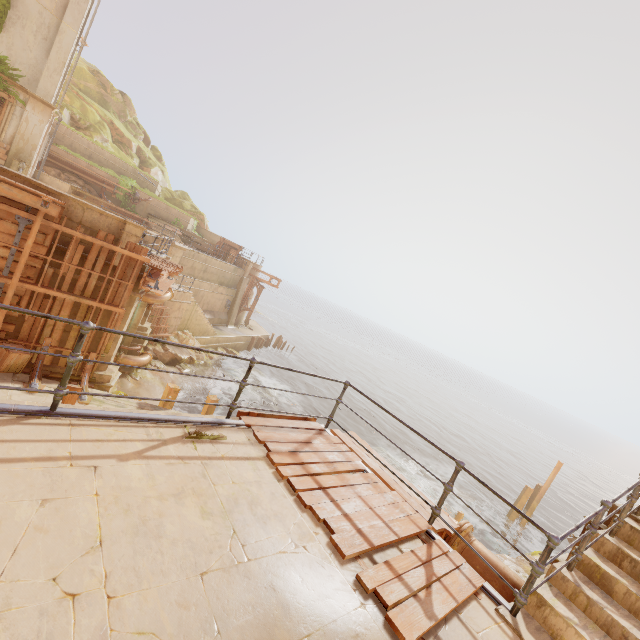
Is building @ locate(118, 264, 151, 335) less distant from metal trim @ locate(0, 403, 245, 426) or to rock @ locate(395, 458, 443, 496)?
metal trim @ locate(0, 403, 245, 426)

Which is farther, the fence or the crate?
the crate

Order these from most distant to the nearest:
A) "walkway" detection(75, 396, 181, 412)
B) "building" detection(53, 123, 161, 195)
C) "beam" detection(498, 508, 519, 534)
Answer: "building" detection(53, 123, 161, 195) → "beam" detection(498, 508, 519, 534) → "walkway" detection(75, 396, 181, 412)

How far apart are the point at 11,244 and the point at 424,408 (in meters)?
51.44

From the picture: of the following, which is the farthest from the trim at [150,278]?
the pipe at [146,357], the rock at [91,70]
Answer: the rock at [91,70]

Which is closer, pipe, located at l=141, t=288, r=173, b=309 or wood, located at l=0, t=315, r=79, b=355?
wood, located at l=0, t=315, r=79, b=355

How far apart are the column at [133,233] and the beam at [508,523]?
26.2 meters

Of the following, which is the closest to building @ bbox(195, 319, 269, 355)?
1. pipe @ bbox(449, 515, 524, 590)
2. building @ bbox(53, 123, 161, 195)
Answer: building @ bbox(53, 123, 161, 195)
